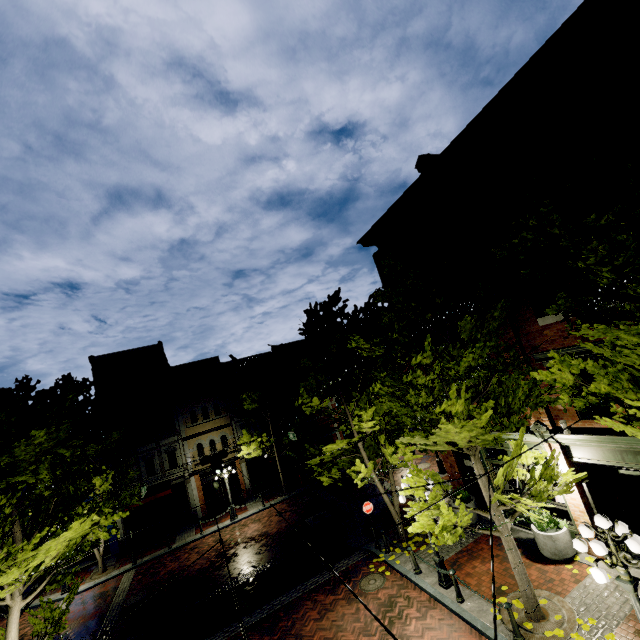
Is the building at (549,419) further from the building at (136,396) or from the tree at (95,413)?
the building at (136,396)

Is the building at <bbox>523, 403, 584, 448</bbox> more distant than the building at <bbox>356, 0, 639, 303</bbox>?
Yes

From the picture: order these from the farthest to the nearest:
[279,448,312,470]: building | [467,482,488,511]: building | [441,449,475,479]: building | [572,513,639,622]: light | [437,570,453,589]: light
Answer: [279,448,312,470]: building, [441,449,475,479]: building, [467,482,488,511]: building, [437,570,453,589]: light, [572,513,639,622]: light

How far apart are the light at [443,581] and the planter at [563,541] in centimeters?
302cm

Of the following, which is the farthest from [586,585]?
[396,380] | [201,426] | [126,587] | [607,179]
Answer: [201,426]

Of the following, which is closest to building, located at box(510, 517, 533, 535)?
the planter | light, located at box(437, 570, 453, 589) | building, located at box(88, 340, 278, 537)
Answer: the planter

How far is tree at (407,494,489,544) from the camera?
8.0 meters

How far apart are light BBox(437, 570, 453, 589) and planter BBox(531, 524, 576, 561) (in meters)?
3.02
